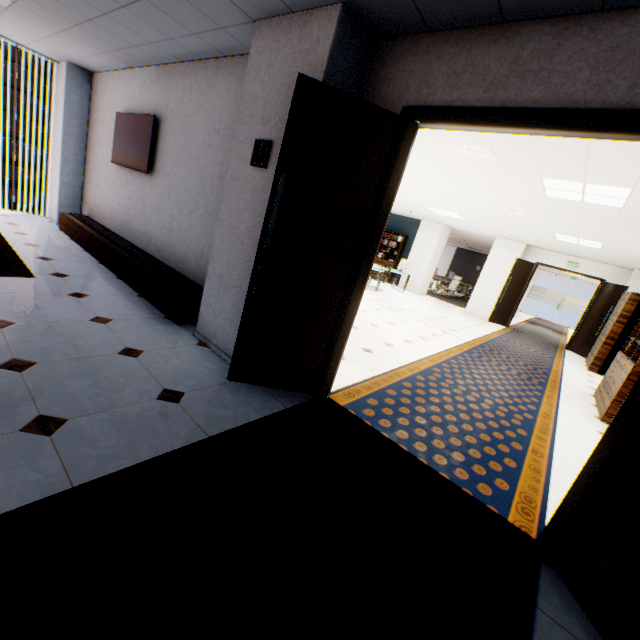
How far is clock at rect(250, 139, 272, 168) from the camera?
2.7m

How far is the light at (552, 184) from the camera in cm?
413

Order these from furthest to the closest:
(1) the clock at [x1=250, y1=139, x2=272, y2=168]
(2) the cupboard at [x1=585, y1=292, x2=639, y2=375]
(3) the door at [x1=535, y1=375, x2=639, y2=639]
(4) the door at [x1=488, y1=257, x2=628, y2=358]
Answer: (4) the door at [x1=488, y1=257, x2=628, y2=358] → (2) the cupboard at [x1=585, y1=292, x2=639, y2=375] → (1) the clock at [x1=250, y1=139, x2=272, y2=168] → (3) the door at [x1=535, y1=375, x2=639, y2=639]

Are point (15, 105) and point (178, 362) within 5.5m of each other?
no

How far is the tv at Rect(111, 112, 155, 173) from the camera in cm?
473

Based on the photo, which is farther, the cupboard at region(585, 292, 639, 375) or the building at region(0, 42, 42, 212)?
the building at region(0, 42, 42, 212)

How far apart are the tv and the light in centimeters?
552cm

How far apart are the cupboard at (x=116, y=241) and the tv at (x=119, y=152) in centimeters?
118cm
